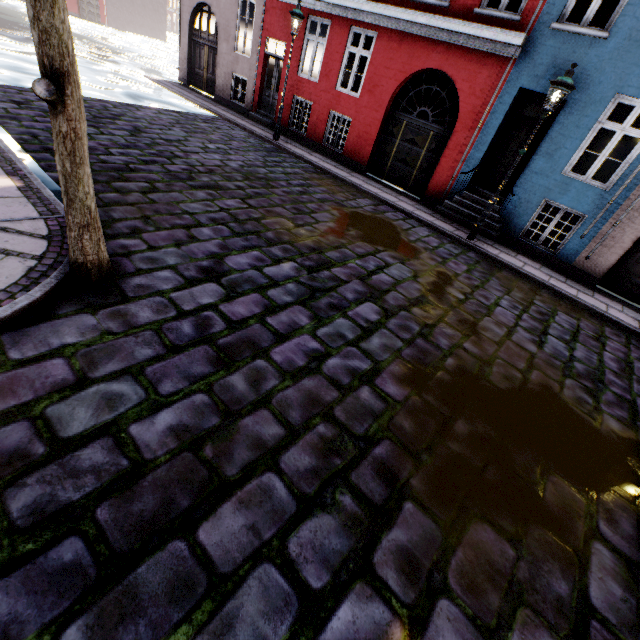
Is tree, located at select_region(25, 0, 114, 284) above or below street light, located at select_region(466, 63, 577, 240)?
below

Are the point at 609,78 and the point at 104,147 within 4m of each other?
no

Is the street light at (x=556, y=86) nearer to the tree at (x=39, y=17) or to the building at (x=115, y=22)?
the building at (x=115, y=22)

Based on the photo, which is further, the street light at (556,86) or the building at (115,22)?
the building at (115,22)

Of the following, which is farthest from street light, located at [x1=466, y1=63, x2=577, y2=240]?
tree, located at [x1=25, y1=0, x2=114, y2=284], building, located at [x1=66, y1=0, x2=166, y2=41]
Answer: tree, located at [x1=25, y1=0, x2=114, y2=284]

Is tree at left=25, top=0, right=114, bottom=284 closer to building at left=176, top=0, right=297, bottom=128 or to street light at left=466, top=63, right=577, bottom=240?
building at left=176, top=0, right=297, bottom=128

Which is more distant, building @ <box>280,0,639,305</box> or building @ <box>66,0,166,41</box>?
building @ <box>66,0,166,41</box>
